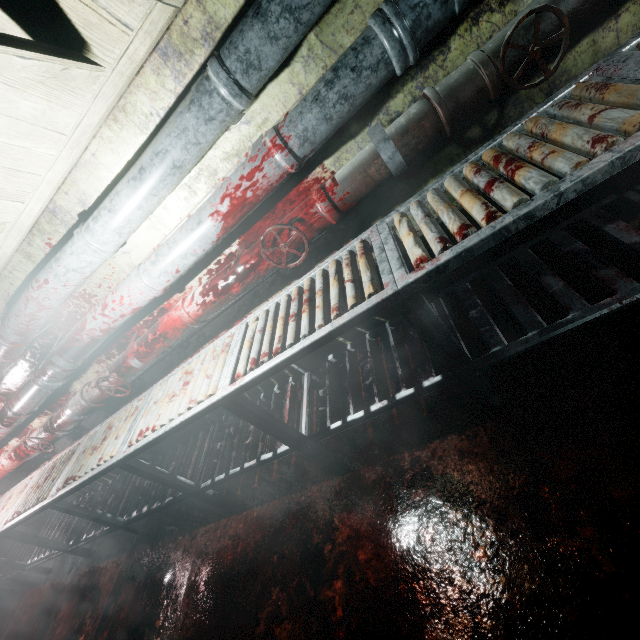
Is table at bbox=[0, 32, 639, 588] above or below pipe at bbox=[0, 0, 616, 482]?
below

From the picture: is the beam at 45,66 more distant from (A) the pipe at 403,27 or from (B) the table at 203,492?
(B) the table at 203,492

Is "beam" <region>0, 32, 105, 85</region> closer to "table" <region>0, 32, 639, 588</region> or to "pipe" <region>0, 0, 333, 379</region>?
"pipe" <region>0, 0, 333, 379</region>

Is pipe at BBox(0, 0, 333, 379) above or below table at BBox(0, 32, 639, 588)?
above

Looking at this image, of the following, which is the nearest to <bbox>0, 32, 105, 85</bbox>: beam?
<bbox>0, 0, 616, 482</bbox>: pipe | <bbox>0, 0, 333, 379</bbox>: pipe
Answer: <bbox>0, 0, 333, 379</bbox>: pipe

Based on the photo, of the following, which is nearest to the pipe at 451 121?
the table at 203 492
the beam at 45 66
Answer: the table at 203 492

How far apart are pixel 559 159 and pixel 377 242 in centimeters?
69cm

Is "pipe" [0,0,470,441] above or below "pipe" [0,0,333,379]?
below
